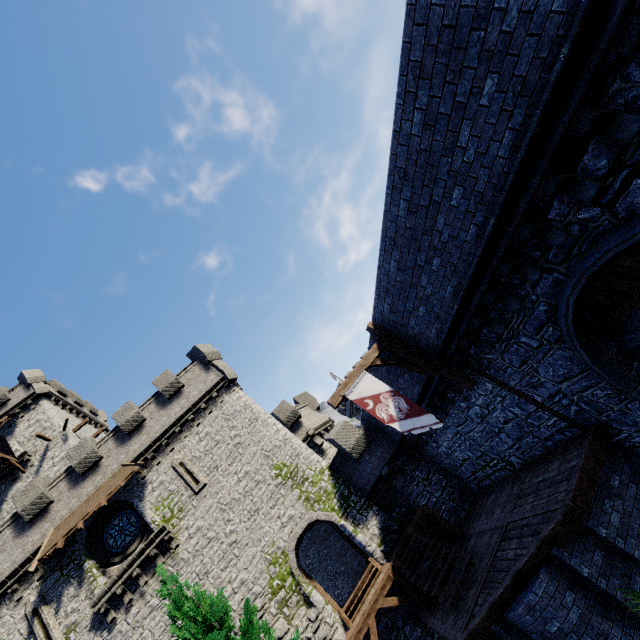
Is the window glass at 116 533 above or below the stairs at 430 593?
above

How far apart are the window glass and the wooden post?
17.5m

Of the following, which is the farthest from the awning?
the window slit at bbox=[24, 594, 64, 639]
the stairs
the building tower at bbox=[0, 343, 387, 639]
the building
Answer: the stairs

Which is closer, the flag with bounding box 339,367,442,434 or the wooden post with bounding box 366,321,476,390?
the flag with bounding box 339,367,442,434

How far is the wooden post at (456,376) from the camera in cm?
1023

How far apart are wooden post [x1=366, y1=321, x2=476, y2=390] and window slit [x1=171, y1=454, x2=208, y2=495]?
13.85m

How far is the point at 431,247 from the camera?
7.92m

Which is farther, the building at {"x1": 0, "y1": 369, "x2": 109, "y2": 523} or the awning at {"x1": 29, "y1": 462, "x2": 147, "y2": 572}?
the building at {"x1": 0, "y1": 369, "x2": 109, "y2": 523}
